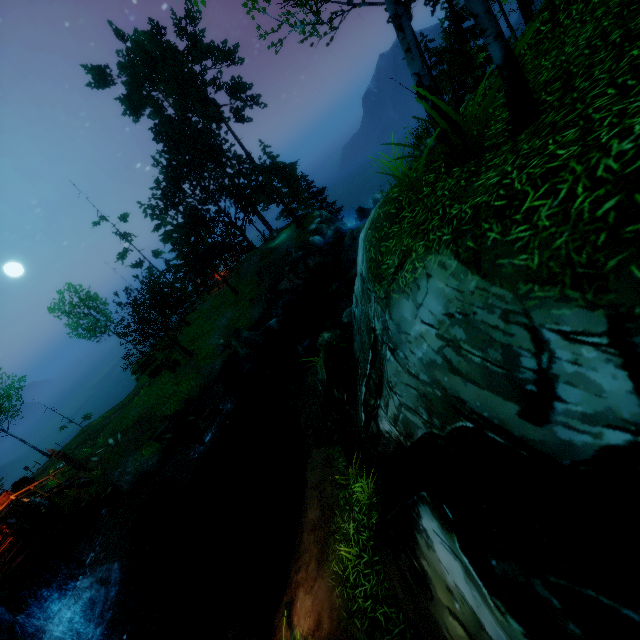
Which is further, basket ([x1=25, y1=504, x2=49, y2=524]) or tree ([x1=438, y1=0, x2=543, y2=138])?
basket ([x1=25, y1=504, x2=49, y2=524])

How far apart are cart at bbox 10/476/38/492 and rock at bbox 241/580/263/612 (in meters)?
21.22

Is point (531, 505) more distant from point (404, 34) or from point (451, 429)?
point (404, 34)

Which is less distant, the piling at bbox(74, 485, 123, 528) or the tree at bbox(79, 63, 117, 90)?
the piling at bbox(74, 485, 123, 528)

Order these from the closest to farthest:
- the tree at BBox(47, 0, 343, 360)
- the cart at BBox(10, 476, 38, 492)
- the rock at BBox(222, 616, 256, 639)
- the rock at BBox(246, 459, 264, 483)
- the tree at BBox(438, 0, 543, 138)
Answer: the tree at BBox(438, 0, 543, 138)
the rock at BBox(222, 616, 256, 639)
the rock at BBox(246, 459, 264, 483)
the cart at BBox(10, 476, 38, 492)
the tree at BBox(47, 0, 343, 360)

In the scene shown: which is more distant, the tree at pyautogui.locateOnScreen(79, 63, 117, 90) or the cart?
the tree at pyautogui.locateOnScreen(79, 63, 117, 90)

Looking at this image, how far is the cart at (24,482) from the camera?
21.3m

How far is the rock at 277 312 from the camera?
21.8m
